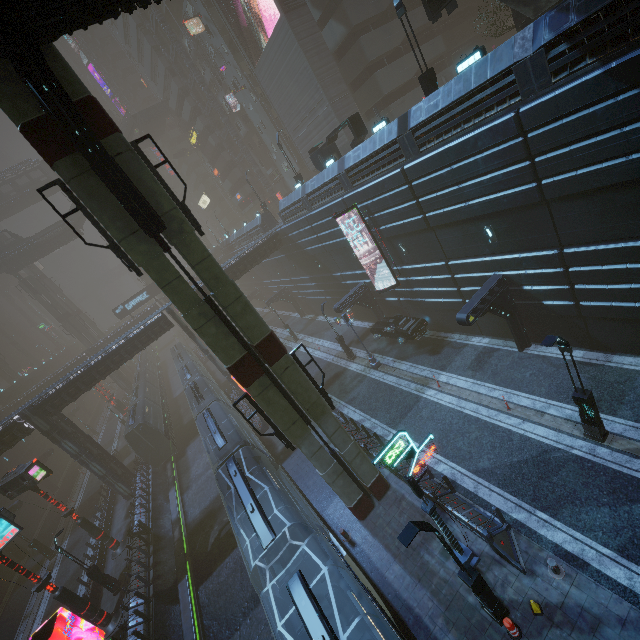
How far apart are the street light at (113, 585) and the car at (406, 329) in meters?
23.9 m

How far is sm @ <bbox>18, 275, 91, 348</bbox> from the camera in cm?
5553

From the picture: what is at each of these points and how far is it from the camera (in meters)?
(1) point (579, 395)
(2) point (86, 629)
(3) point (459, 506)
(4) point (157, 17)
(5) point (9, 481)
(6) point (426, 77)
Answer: (1) street light, 11.87
(2) building, 18.78
(3) building, 12.97
(4) building structure, 43.12
(5) sign, 20.66
(6) street light, 15.86

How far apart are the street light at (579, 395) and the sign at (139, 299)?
55.0 meters

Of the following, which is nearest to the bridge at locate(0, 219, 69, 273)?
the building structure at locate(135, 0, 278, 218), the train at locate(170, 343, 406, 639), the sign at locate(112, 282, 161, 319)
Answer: the sign at locate(112, 282, 161, 319)

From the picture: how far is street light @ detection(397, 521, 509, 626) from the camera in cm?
815

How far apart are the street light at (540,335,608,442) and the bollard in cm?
493

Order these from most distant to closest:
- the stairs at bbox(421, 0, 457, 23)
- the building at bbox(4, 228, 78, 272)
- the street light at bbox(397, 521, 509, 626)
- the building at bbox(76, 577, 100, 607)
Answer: the building at bbox(4, 228, 78, 272) < the building at bbox(76, 577, 100, 607) < the stairs at bbox(421, 0, 457, 23) < the street light at bbox(397, 521, 509, 626)
